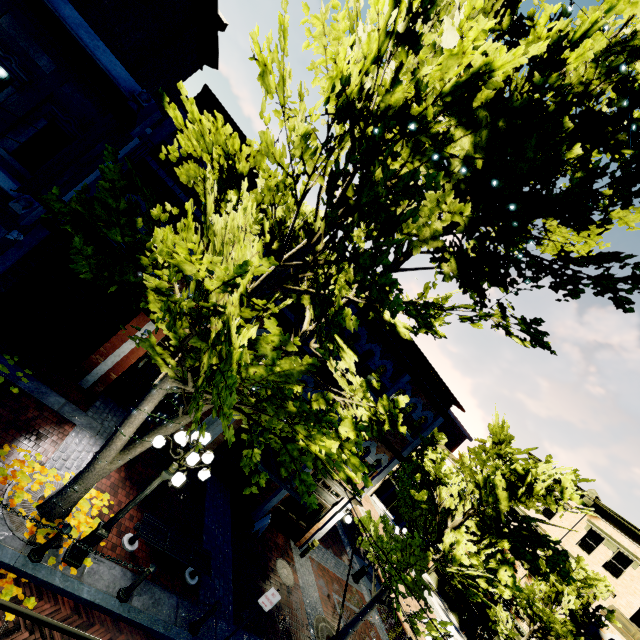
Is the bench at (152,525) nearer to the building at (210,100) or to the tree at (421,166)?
the tree at (421,166)

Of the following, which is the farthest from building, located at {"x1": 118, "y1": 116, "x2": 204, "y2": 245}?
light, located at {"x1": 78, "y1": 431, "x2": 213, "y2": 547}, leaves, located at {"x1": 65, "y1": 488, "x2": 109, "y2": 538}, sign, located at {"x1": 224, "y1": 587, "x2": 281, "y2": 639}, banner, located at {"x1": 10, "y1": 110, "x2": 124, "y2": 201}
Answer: banner, located at {"x1": 10, "y1": 110, "x2": 124, "y2": 201}

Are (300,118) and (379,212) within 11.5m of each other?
yes

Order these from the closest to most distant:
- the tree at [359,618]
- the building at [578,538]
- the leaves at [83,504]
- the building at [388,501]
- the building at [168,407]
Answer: the leaves at [83,504], the tree at [359,618], the building at [168,407], the building at [578,538], the building at [388,501]

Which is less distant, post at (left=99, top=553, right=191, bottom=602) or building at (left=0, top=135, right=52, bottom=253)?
post at (left=99, top=553, right=191, bottom=602)

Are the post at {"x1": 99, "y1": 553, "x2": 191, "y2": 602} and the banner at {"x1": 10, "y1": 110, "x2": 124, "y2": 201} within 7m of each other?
no

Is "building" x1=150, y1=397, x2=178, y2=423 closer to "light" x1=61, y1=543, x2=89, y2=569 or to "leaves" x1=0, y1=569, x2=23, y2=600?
"leaves" x1=0, y1=569, x2=23, y2=600

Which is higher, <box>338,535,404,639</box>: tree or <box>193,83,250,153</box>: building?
<box>193,83,250,153</box>: building
